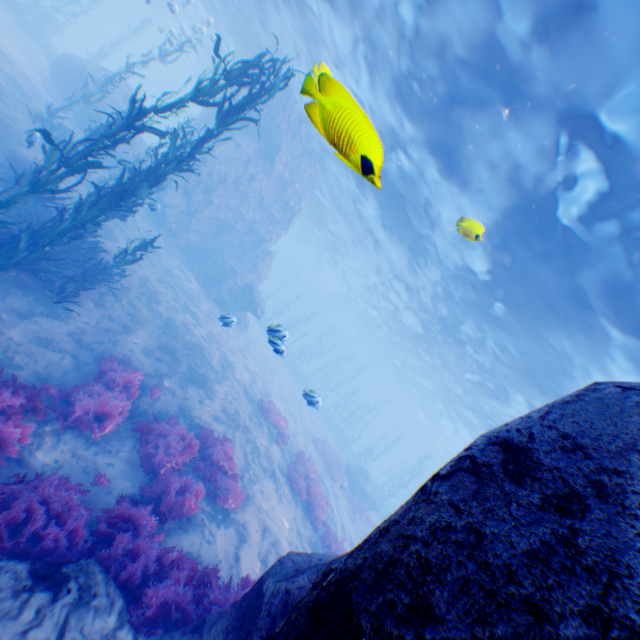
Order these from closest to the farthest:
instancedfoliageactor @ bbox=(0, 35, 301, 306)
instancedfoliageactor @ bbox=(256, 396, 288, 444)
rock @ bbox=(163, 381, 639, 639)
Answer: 1. rock @ bbox=(163, 381, 639, 639)
2. instancedfoliageactor @ bbox=(0, 35, 301, 306)
3. instancedfoliageactor @ bbox=(256, 396, 288, 444)

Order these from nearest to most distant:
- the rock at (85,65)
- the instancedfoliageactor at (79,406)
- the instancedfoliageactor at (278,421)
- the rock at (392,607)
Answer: the rock at (392,607)
the instancedfoliageactor at (79,406)
the instancedfoliageactor at (278,421)
the rock at (85,65)

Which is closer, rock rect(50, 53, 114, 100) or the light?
the light

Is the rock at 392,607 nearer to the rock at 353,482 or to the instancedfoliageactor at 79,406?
the instancedfoliageactor at 79,406

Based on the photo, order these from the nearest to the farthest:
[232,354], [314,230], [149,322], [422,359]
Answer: [149,322]
[232,354]
[422,359]
[314,230]

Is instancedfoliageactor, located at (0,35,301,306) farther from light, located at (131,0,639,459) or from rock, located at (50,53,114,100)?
light, located at (131,0,639,459)

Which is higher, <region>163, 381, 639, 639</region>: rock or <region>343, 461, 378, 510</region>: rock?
<region>163, 381, 639, 639</region>: rock

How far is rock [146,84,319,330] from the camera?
20.97m
